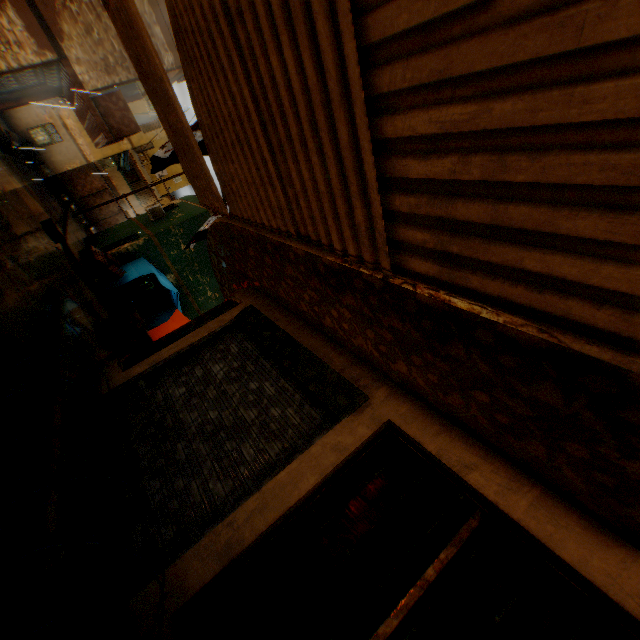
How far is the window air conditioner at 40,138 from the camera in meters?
20.2

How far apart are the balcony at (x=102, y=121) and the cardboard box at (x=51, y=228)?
3.2 meters

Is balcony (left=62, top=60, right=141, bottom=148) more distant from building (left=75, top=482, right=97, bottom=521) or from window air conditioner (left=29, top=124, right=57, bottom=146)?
window air conditioner (left=29, top=124, right=57, bottom=146)

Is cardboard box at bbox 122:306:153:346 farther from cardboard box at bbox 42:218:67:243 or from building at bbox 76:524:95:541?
cardboard box at bbox 42:218:67:243

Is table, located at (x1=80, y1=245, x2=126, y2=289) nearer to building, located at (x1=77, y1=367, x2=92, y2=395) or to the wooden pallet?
building, located at (x1=77, y1=367, x2=92, y2=395)

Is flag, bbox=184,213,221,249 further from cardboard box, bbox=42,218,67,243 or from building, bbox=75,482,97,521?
cardboard box, bbox=42,218,67,243

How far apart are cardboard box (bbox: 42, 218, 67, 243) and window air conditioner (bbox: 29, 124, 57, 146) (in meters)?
13.40

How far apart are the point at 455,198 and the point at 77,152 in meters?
29.0
